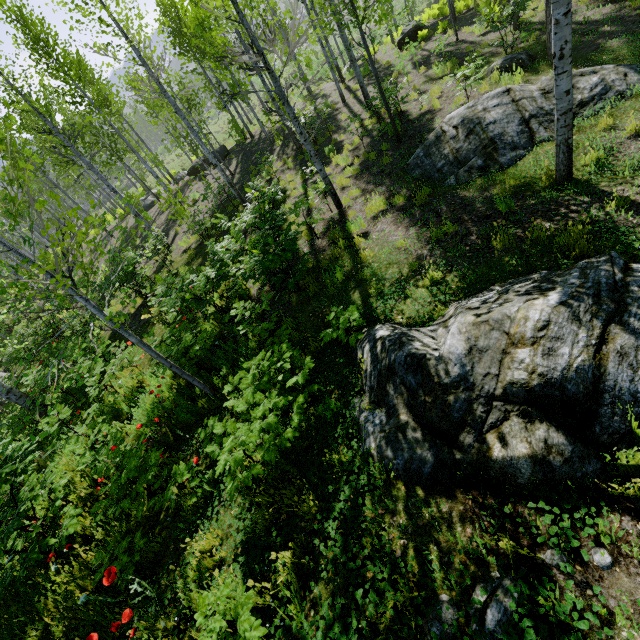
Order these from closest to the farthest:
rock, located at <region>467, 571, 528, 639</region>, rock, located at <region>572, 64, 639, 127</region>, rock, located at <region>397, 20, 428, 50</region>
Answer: →
rock, located at <region>467, 571, 528, 639</region>
rock, located at <region>572, 64, 639, 127</region>
rock, located at <region>397, 20, 428, 50</region>

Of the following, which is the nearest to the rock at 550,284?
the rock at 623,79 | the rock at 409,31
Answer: the rock at 623,79

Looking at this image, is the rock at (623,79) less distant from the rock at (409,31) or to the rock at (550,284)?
the rock at (550,284)

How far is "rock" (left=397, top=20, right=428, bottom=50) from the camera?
16.4m

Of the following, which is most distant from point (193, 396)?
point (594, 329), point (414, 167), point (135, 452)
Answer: point (414, 167)

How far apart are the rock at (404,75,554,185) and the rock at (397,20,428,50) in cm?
1301

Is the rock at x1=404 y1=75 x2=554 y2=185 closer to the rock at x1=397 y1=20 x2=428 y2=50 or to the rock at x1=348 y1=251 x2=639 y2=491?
the rock at x1=348 y1=251 x2=639 y2=491

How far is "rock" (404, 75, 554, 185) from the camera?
6.6m
